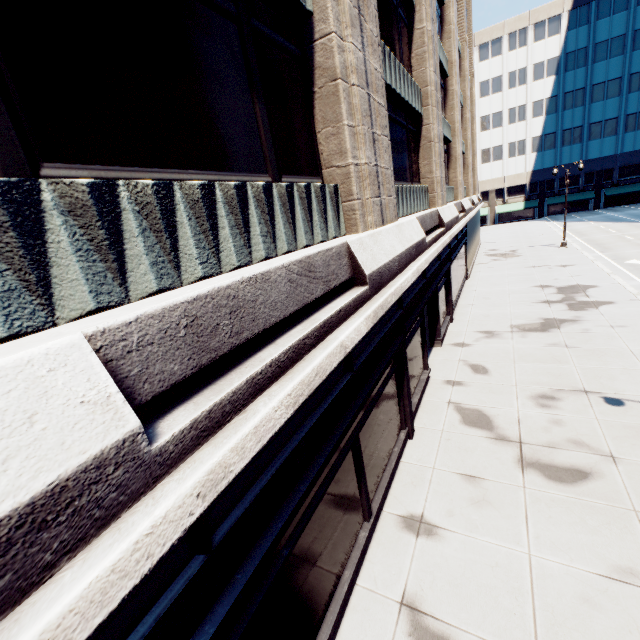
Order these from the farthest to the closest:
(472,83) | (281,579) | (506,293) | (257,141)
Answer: (472,83), (506,293), (257,141), (281,579)
